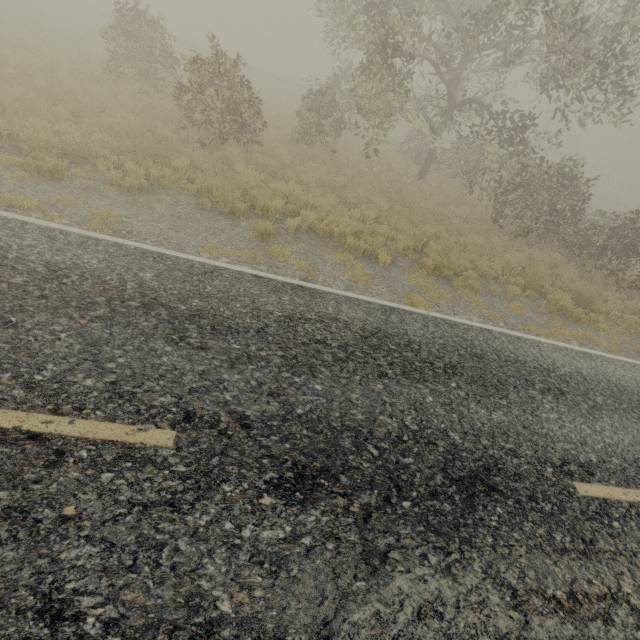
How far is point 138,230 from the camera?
6.4m
